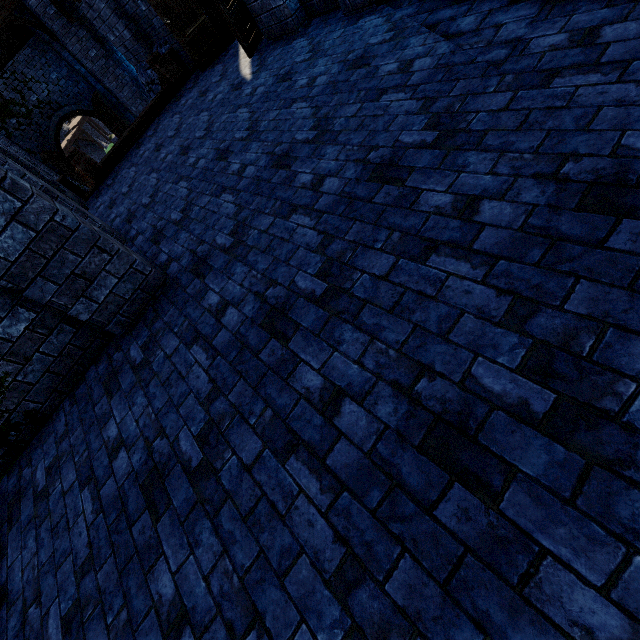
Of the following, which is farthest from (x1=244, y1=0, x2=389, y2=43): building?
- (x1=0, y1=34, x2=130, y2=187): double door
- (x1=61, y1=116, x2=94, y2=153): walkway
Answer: (x1=61, y1=116, x2=94, y2=153): walkway

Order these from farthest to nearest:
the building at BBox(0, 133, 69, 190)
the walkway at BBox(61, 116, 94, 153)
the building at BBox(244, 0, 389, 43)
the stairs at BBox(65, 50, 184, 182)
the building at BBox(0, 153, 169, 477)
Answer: the walkway at BBox(61, 116, 94, 153) < the stairs at BBox(65, 50, 184, 182) < the building at BBox(0, 133, 69, 190) < the building at BBox(244, 0, 389, 43) < the building at BBox(0, 153, 169, 477)

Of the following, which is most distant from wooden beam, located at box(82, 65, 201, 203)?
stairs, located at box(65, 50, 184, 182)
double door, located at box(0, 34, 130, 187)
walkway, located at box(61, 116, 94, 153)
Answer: walkway, located at box(61, 116, 94, 153)

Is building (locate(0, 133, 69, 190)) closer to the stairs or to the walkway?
the stairs

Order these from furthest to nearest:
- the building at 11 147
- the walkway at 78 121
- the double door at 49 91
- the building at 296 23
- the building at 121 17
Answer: the walkway at 78 121, the double door at 49 91, the building at 121 17, the building at 11 147, the building at 296 23

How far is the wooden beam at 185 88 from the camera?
7.4 meters

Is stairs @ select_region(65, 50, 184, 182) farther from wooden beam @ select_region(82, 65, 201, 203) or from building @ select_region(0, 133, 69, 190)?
building @ select_region(0, 133, 69, 190)

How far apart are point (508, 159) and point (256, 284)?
2.1 meters
